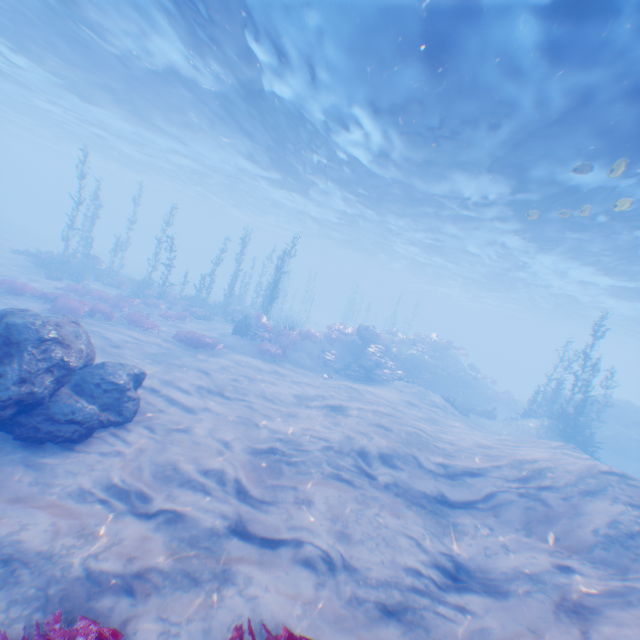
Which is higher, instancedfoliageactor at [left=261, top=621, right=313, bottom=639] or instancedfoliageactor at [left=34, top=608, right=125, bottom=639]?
instancedfoliageactor at [left=261, top=621, right=313, bottom=639]

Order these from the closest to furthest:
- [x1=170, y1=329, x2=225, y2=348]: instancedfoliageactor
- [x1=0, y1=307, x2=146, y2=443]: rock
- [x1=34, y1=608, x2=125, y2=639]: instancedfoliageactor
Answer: [x1=34, y1=608, x2=125, y2=639]: instancedfoliageactor, [x1=0, y1=307, x2=146, y2=443]: rock, [x1=170, y1=329, x2=225, y2=348]: instancedfoliageactor

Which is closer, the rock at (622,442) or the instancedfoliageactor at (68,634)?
the instancedfoliageactor at (68,634)

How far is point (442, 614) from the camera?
5.2 meters

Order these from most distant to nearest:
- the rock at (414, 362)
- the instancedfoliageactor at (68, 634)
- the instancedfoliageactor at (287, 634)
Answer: the rock at (414, 362)
the instancedfoliageactor at (287, 634)
the instancedfoliageactor at (68, 634)

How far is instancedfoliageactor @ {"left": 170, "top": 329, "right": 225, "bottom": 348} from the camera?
16.80m

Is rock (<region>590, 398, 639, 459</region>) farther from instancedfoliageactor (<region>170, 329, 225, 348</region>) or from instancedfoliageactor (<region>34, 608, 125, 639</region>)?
instancedfoliageactor (<region>170, 329, 225, 348</region>)

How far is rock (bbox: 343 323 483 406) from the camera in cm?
2188
